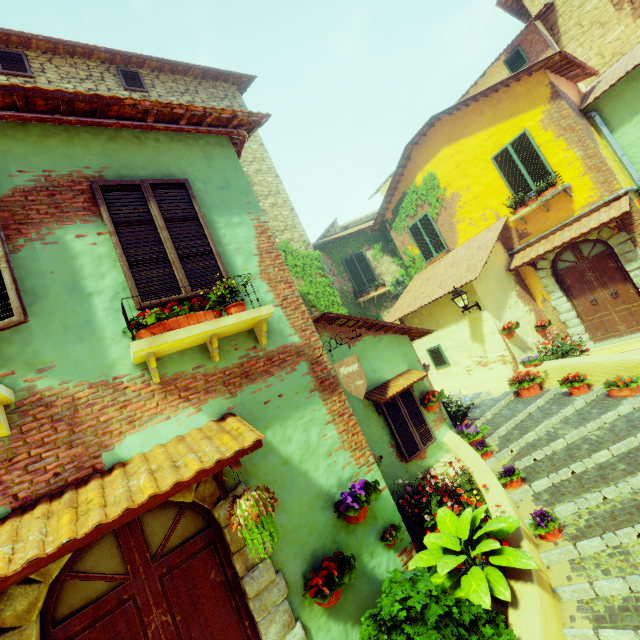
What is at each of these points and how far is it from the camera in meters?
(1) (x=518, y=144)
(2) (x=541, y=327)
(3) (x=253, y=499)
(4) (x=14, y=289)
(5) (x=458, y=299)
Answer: (1) window, 9.3
(2) flower pot, 9.3
(3) flower pot, 2.9
(4) window, 2.8
(5) street light, 8.4

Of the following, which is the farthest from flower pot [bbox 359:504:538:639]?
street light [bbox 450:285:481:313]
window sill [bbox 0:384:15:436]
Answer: street light [bbox 450:285:481:313]

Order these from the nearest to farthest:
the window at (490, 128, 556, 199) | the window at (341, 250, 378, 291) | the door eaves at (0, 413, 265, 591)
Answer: the door eaves at (0, 413, 265, 591) < the window at (490, 128, 556, 199) < the window at (341, 250, 378, 291)

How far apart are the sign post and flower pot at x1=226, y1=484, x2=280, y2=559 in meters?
1.4 m

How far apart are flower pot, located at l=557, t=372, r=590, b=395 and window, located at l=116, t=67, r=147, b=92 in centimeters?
1294cm

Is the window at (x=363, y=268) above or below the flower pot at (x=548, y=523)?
above

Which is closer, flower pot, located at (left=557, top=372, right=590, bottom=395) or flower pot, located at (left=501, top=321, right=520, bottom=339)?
flower pot, located at (left=557, top=372, right=590, bottom=395)

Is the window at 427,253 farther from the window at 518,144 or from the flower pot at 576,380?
the flower pot at 576,380
